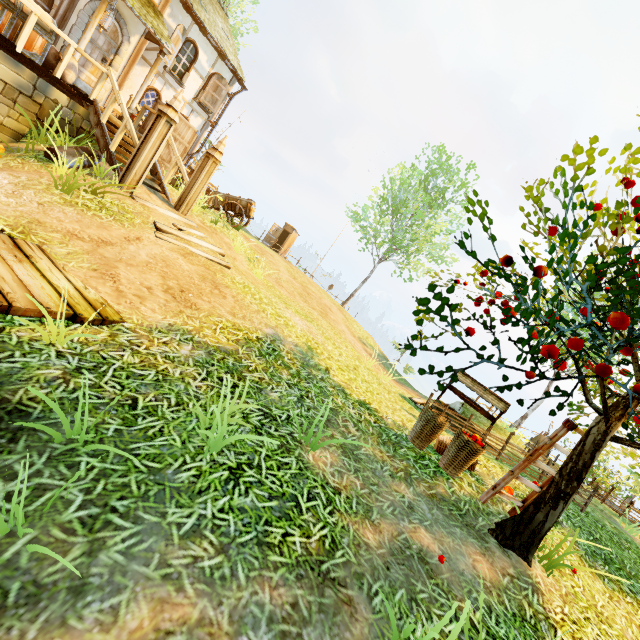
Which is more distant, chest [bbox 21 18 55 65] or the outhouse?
the outhouse

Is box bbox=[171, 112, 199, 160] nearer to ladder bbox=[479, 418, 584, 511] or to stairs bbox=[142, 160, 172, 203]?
stairs bbox=[142, 160, 172, 203]

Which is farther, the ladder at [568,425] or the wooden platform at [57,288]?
the ladder at [568,425]

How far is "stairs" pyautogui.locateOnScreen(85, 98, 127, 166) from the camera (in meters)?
7.74

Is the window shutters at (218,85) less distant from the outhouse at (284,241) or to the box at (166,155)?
the box at (166,155)

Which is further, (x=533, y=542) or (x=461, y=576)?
(x=533, y=542)

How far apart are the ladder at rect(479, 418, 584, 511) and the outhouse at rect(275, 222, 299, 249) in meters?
25.6

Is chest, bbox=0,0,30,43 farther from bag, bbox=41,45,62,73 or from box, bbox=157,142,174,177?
box, bbox=157,142,174,177
